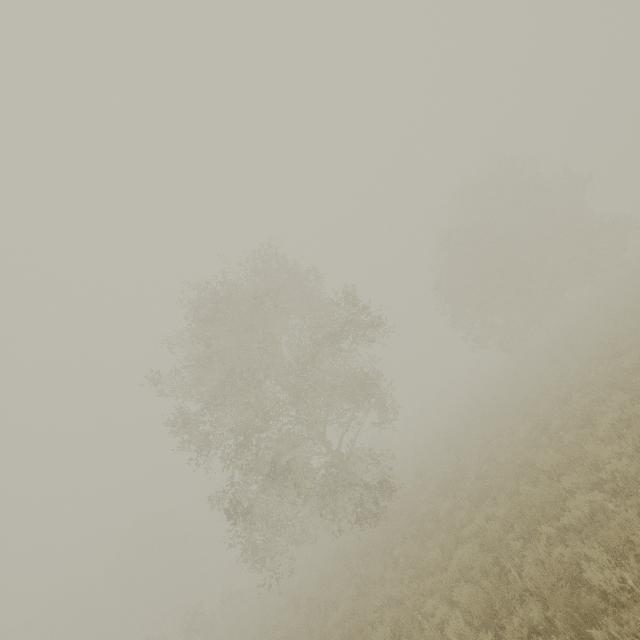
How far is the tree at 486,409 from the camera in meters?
17.8

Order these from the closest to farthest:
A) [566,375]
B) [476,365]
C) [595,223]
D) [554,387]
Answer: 1. [554,387]
2. [566,375]
3. [595,223]
4. [476,365]

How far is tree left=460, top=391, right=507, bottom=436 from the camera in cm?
1783

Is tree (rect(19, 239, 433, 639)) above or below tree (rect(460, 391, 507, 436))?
above

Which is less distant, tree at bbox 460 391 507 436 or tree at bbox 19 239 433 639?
tree at bbox 19 239 433 639

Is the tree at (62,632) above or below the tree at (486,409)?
above
